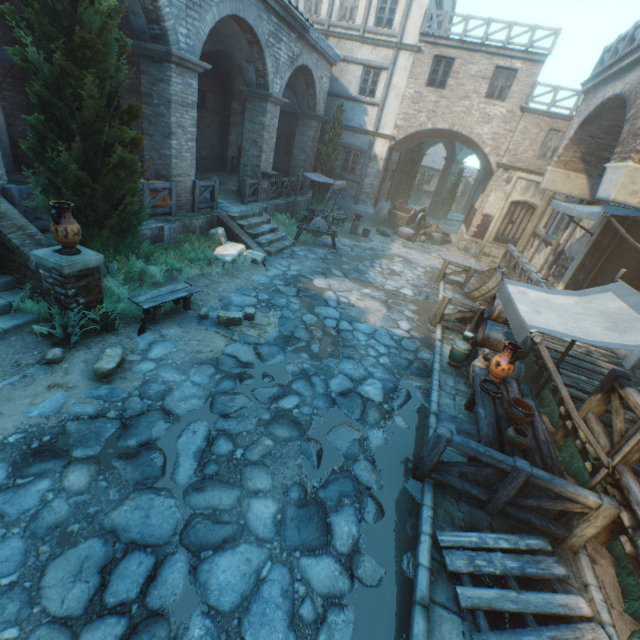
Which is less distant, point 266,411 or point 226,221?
point 266,411

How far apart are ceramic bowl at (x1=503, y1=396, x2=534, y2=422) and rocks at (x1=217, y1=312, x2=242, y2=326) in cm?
524

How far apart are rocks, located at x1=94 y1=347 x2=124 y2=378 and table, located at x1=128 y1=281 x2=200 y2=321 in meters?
1.0 m

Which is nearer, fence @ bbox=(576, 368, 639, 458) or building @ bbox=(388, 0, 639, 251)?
fence @ bbox=(576, 368, 639, 458)

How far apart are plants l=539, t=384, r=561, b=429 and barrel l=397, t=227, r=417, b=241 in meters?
12.6

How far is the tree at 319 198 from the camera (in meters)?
17.66

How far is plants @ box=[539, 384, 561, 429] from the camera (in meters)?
6.44

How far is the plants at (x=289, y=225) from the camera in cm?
1368
